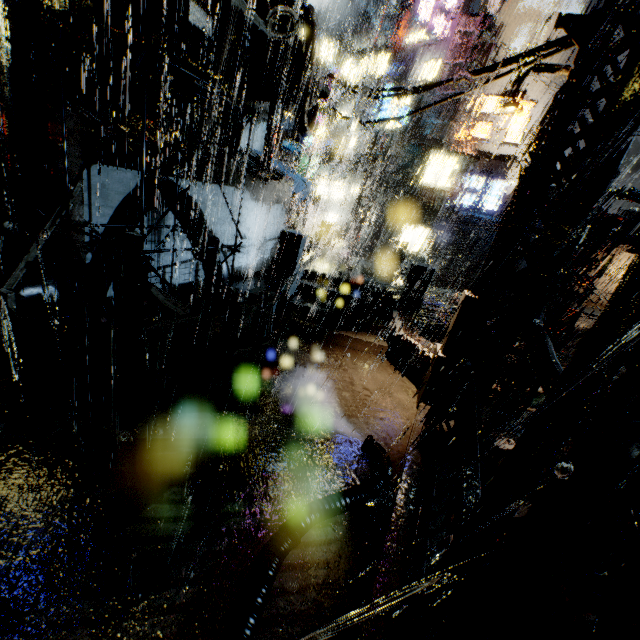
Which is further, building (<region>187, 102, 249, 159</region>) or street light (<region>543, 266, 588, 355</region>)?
building (<region>187, 102, 249, 159</region>)

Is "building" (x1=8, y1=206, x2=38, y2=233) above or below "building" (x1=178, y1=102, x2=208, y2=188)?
below

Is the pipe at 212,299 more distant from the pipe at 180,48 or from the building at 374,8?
the pipe at 180,48

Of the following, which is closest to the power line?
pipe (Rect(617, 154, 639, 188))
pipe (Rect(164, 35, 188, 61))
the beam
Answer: pipe (Rect(164, 35, 188, 61))

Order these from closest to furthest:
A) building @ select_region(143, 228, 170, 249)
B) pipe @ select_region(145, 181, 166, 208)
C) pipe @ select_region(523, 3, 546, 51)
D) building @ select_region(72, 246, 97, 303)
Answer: building @ select_region(72, 246, 97, 303) < pipe @ select_region(145, 181, 166, 208) < building @ select_region(143, 228, 170, 249) < pipe @ select_region(523, 3, 546, 51)

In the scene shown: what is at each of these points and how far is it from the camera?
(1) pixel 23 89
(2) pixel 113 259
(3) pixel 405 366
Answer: (1) building, 8.5m
(2) building, 10.6m
(3) bridge, 10.5m

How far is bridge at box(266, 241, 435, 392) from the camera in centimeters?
1061cm

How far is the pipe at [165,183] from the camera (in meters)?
10.49
